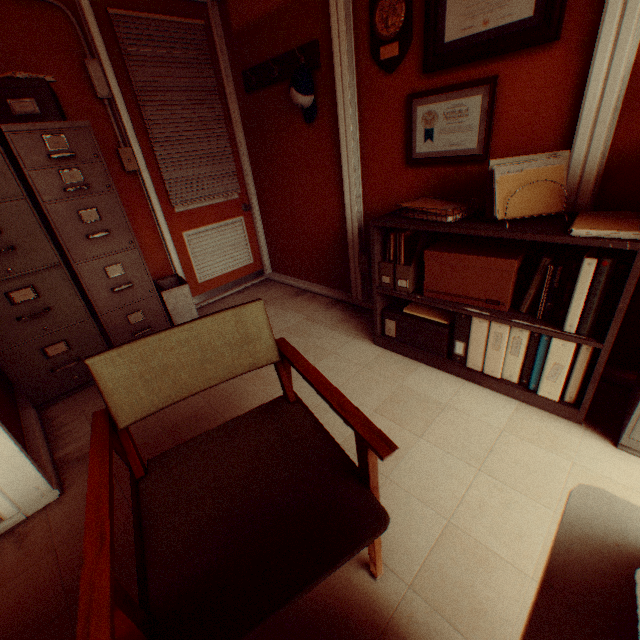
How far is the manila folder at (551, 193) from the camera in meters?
1.7 m

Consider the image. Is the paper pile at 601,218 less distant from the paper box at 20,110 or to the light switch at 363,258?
the light switch at 363,258

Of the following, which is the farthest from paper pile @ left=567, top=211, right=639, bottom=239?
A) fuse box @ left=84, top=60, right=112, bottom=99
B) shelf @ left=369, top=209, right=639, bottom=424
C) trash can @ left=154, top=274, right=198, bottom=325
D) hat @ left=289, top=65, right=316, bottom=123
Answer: fuse box @ left=84, top=60, right=112, bottom=99

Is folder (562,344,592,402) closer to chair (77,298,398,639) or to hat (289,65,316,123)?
chair (77,298,398,639)

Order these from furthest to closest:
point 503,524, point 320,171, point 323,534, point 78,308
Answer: point 320,171
point 78,308
point 503,524
point 323,534

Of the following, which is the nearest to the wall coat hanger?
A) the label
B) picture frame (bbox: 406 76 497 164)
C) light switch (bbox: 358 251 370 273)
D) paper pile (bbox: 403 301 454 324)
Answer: picture frame (bbox: 406 76 497 164)

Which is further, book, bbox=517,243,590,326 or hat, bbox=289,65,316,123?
hat, bbox=289,65,316,123

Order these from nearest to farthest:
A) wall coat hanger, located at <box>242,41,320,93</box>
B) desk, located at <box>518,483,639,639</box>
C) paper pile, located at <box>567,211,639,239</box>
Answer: desk, located at <box>518,483,639,639</box>
paper pile, located at <box>567,211,639,239</box>
wall coat hanger, located at <box>242,41,320,93</box>
